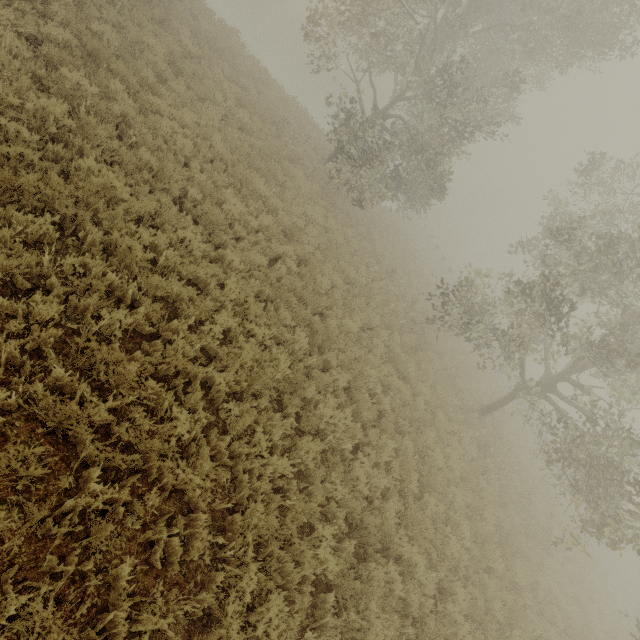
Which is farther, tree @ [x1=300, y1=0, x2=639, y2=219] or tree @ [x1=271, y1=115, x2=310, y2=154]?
tree @ [x1=271, y1=115, x2=310, y2=154]

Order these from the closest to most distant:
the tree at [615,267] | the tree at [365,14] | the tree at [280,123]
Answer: the tree at [615,267] → the tree at [365,14] → the tree at [280,123]

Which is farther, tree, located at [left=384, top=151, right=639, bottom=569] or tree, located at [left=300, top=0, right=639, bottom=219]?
tree, located at [left=300, top=0, right=639, bottom=219]

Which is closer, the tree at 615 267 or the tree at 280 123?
the tree at 615 267

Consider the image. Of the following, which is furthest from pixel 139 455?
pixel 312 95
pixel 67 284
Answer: pixel 312 95

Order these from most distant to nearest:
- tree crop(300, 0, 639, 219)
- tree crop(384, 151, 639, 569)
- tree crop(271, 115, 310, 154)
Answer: tree crop(271, 115, 310, 154), tree crop(300, 0, 639, 219), tree crop(384, 151, 639, 569)

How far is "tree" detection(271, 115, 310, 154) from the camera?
14.9m
